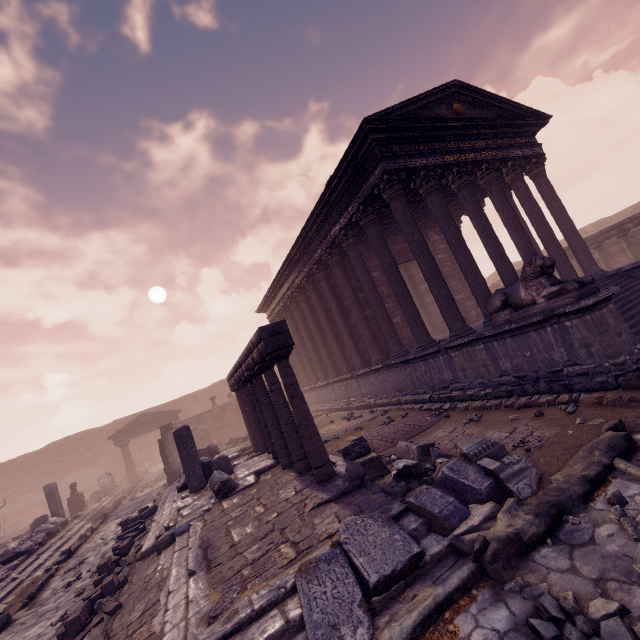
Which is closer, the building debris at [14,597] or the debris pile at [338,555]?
the debris pile at [338,555]

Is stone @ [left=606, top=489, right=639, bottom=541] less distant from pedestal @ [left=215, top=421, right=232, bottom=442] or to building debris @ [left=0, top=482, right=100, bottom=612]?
building debris @ [left=0, top=482, right=100, bottom=612]

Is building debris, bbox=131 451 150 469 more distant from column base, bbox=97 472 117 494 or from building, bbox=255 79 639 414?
building, bbox=255 79 639 414

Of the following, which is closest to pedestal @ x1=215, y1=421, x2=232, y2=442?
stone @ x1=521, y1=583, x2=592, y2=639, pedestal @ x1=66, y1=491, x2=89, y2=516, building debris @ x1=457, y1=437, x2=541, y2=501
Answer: pedestal @ x1=66, y1=491, x2=89, y2=516

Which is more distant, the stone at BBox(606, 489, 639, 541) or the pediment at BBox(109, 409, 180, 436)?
the pediment at BBox(109, 409, 180, 436)

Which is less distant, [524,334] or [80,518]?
[524,334]

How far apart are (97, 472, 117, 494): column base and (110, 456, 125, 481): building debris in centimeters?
583cm

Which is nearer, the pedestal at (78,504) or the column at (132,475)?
Result: the pedestal at (78,504)
